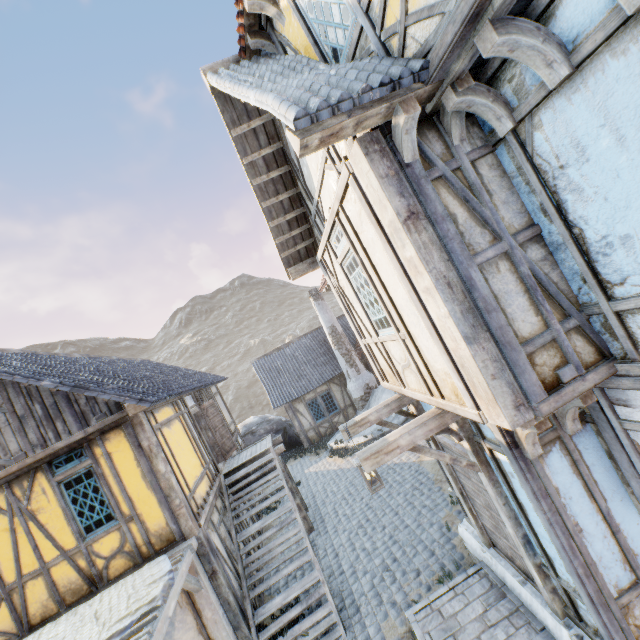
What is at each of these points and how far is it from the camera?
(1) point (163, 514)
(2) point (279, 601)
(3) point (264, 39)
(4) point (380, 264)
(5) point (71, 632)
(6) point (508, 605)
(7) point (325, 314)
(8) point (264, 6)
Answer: (1) building, 6.73m
(2) stairs, 7.09m
(3) wooden structure, 4.63m
(4) building, 3.82m
(5) fabric, 5.19m
(6) stairs, 4.70m
(7) chimney, 18.33m
(8) wooden structure, 4.18m

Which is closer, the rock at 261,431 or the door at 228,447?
the door at 228,447

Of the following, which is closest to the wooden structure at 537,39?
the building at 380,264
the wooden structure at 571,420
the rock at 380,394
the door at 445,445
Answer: the building at 380,264

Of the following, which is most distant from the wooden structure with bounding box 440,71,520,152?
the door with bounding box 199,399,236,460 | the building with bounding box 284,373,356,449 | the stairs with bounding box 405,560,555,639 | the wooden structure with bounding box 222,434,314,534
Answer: the building with bounding box 284,373,356,449

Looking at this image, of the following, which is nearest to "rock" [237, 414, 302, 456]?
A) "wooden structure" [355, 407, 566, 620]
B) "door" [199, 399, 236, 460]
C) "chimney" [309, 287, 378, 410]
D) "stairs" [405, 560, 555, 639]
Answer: "chimney" [309, 287, 378, 410]

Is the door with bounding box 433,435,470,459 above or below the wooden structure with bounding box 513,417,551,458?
below

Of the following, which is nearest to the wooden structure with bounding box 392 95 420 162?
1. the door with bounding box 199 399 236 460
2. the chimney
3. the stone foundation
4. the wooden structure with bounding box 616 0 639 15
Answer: the wooden structure with bounding box 616 0 639 15

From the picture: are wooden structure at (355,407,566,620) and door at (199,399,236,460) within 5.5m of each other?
no
